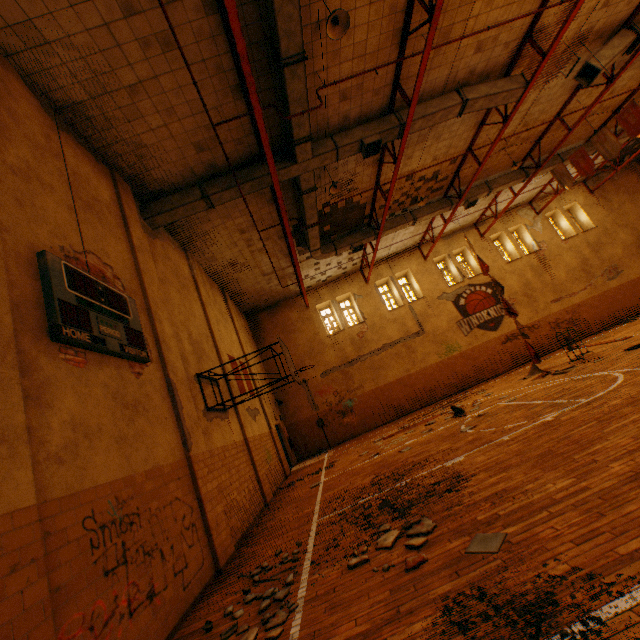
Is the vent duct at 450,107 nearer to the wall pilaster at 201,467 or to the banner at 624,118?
the wall pilaster at 201,467

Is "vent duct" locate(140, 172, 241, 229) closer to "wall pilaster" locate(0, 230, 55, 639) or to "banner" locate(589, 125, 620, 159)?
"banner" locate(589, 125, 620, 159)

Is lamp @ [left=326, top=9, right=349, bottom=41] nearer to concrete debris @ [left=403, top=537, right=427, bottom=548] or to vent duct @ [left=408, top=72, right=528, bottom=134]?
vent duct @ [left=408, top=72, right=528, bottom=134]

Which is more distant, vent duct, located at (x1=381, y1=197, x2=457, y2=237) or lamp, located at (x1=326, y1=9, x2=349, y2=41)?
vent duct, located at (x1=381, y1=197, x2=457, y2=237)

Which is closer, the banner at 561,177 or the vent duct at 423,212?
the banner at 561,177

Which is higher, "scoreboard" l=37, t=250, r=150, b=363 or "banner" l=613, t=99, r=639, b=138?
"banner" l=613, t=99, r=639, b=138

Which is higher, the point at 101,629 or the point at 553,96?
the point at 553,96

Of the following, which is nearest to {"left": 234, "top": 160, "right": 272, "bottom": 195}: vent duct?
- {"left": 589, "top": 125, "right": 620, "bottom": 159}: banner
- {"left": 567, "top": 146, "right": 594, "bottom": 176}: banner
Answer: {"left": 567, "top": 146, "right": 594, "bottom": 176}: banner
